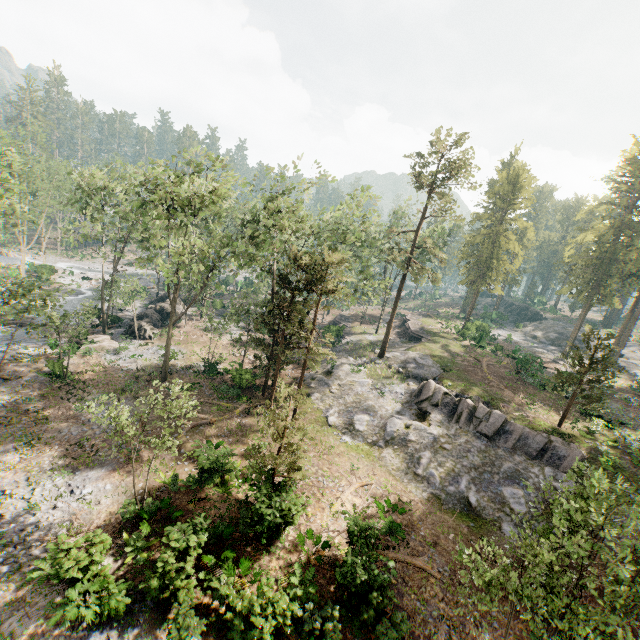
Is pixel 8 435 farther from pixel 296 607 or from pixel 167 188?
pixel 296 607

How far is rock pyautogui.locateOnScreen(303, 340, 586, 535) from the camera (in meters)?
20.72

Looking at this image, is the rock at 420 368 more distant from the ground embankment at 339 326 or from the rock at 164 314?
A: the rock at 164 314

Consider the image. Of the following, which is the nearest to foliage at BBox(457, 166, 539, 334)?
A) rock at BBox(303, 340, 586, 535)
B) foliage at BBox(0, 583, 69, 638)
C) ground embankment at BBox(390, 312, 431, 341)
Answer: rock at BBox(303, 340, 586, 535)

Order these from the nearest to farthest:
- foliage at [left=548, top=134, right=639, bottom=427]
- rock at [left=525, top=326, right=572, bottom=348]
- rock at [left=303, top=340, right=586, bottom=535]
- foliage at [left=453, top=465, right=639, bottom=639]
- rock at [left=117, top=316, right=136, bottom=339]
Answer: foliage at [left=453, top=465, right=639, bottom=639], rock at [left=303, top=340, right=586, bottom=535], foliage at [left=548, top=134, right=639, bottom=427], rock at [left=117, top=316, right=136, bottom=339], rock at [left=525, top=326, right=572, bottom=348]

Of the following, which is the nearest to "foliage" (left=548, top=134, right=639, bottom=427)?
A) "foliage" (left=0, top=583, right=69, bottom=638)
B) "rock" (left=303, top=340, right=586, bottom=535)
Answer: "rock" (left=303, top=340, right=586, bottom=535)

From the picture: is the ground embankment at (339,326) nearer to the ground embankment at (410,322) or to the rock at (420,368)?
the rock at (420,368)

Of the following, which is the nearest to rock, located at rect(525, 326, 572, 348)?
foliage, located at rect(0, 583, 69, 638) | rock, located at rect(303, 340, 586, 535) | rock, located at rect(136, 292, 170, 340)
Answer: rock, located at rect(303, 340, 586, 535)
